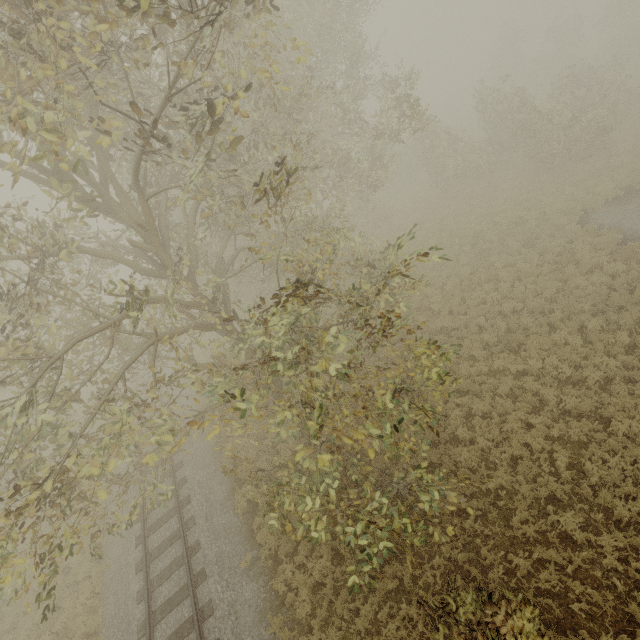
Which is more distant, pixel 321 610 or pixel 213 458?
pixel 213 458
